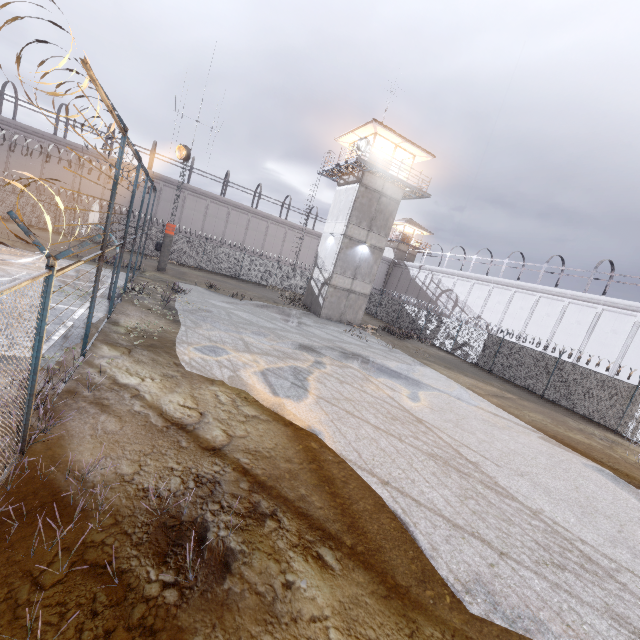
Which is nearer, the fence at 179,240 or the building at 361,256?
the building at 361,256

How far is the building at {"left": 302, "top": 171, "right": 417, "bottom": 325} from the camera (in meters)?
24.95

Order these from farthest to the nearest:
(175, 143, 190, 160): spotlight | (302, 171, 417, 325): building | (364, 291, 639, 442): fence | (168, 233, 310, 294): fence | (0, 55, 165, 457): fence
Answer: (168, 233, 310, 294): fence
(302, 171, 417, 325): building
(175, 143, 190, 160): spotlight
(364, 291, 639, 442): fence
(0, 55, 165, 457): fence

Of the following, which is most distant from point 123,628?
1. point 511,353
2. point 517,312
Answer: point 517,312

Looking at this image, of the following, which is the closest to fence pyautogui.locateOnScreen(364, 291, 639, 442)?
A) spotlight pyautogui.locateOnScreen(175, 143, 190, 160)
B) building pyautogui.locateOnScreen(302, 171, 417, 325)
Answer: spotlight pyautogui.locateOnScreen(175, 143, 190, 160)

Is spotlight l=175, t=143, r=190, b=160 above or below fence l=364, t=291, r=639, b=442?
above

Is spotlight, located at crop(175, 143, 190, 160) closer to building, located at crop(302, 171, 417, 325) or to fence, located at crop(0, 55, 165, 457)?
fence, located at crop(0, 55, 165, 457)

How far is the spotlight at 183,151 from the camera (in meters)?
22.54
